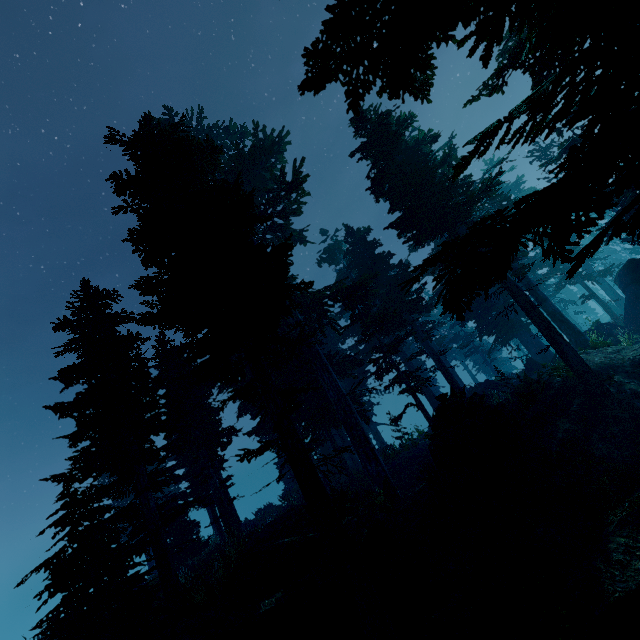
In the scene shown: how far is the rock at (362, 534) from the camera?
8.9 meters

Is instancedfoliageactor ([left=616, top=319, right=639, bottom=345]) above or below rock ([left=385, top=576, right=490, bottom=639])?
above

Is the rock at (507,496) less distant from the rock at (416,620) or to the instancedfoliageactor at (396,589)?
the instancedfoliageactor at (396,589)

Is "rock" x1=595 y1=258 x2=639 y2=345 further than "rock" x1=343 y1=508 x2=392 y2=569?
Yes

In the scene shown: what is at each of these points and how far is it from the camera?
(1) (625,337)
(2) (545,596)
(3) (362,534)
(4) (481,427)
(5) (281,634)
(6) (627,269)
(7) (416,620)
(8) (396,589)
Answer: (1) instancedfoliageactor, 18.4m
(2) instancedfoliageactor, 6.2m
(3) rock, 9.2m
(4) rock, 11.6m
(5) instancedfoliageactor, 7.0m
(6) rock, 21.5m
(7) rock, 7.2m
(8) instancedfoliageactor, 7.8m

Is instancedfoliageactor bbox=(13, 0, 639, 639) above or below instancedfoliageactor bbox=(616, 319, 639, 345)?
above

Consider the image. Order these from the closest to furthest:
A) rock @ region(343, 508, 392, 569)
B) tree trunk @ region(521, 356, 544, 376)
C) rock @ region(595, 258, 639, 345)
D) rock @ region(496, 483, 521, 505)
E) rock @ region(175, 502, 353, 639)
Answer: rock @ region(175, 502, 353, 639) → rock @ region(343, 508, 392, 569) → rock @ region(496, 483, 521, 505) → rock @ region(595, 258, 639, 345) → tree trunk @ region(521, 356, 544, 376)

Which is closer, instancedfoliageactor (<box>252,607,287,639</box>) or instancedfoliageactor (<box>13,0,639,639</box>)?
instancedfoliageactor (<box>13,0,639,639</box>)
